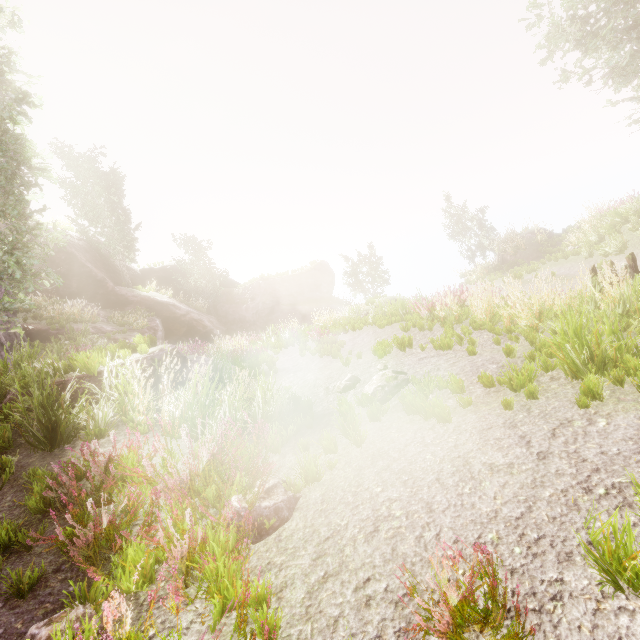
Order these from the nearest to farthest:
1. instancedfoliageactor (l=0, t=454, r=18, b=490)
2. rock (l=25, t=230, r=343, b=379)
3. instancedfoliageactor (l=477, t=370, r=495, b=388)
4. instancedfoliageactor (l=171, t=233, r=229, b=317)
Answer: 1. instancedfoliageactor (l=0, t=454, r=18, b=490)
2. instancedfoliageactor (l=477, t=370, r=495, b=388)
3. rock (l=25, t=230, r=343, b=379)
4. instancedfoliageactor (l=171, t=233, r=229, b=317)

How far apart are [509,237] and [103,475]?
23.8m

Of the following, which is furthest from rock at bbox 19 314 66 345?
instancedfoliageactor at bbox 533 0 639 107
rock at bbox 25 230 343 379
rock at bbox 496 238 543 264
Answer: rock at bbox 496 238 543 264

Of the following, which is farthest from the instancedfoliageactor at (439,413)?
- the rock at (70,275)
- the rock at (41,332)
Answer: the rock at (70,275)

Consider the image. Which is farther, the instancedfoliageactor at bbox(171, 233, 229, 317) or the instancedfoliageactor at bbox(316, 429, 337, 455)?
the instancedfoliageactor at bbox(171, 233, 229, 317)

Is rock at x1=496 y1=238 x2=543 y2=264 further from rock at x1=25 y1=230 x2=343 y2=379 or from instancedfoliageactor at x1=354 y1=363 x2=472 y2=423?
rock at x1=25 y1=230 x2=343 y2=379
